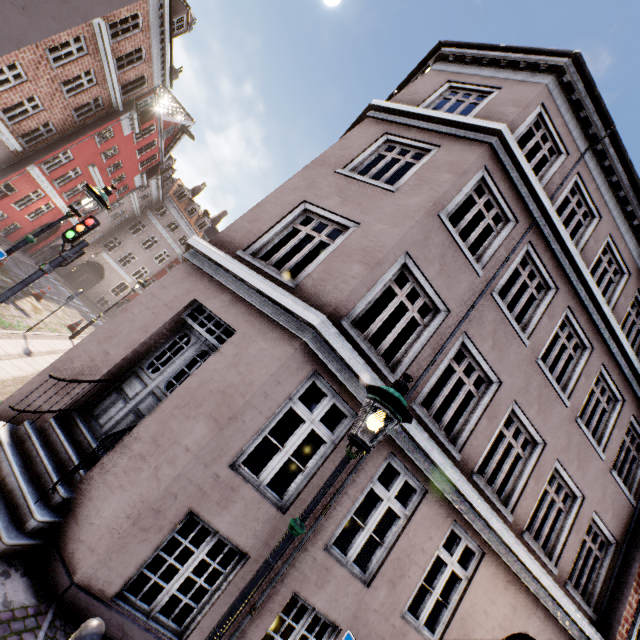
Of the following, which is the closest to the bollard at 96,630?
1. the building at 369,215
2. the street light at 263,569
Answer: the street light at 263,569

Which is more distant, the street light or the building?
the building

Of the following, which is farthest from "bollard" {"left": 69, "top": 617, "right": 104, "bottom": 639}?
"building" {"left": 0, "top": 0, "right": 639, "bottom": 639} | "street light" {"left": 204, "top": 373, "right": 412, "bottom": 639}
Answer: "building" {"left": 0, "top": 0, "right": 639, "bottom": 639}

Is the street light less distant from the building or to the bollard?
the bollard

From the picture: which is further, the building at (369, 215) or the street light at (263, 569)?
the building at (369, 215)

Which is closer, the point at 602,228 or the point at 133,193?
the point at 602,228
